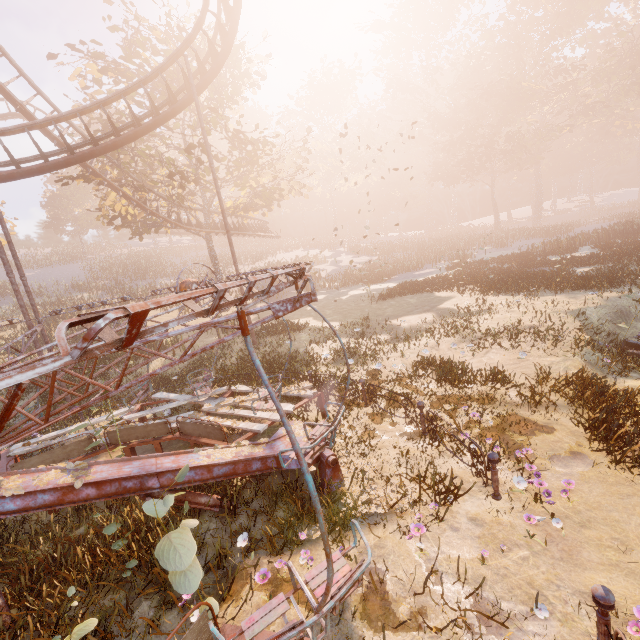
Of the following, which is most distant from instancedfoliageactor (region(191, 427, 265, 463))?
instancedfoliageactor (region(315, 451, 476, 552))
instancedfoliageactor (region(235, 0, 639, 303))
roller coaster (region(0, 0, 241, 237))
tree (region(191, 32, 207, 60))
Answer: tree (region(191, 32, 207, 60))

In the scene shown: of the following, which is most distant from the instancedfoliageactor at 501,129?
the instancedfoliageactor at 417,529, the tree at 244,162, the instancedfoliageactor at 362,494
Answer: the tree at 244,162

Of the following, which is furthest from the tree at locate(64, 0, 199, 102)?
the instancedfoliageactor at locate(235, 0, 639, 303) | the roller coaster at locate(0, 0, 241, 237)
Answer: the instancedfoliageactor at locate(235, 0, 639, 303)

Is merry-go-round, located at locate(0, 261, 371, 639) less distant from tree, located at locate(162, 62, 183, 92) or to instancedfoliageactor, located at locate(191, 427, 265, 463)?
instancedfoliageactor, located at locate(191, 427, 265, 463)

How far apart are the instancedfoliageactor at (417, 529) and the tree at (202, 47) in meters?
26.9

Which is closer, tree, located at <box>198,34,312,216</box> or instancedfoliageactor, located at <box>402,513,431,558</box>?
instancedfoliageactor, located at <box>402,513,431,558</box>

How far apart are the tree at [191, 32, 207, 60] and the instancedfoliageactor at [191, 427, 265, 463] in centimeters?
2476cm

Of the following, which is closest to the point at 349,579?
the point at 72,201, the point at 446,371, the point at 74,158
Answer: the point at 446,371
